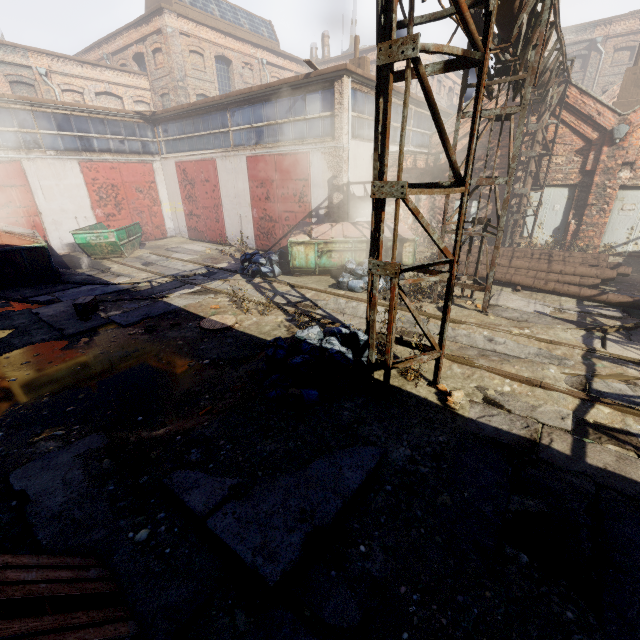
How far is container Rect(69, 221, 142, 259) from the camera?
13.81m

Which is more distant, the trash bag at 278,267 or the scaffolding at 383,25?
the trash bag at 278,267

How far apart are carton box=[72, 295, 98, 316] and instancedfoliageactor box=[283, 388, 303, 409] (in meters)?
5.99

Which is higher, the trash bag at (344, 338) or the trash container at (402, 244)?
the trash container at (402, 244)

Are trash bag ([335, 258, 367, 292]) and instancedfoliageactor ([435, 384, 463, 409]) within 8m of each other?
yes

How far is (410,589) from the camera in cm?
286

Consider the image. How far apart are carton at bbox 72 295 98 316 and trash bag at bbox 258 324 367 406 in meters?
5.7 m

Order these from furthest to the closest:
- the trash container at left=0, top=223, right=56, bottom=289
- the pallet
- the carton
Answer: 1. the trash container at left=0, top=223, right=56, bottom=289
2. the carton
3. the pallet
